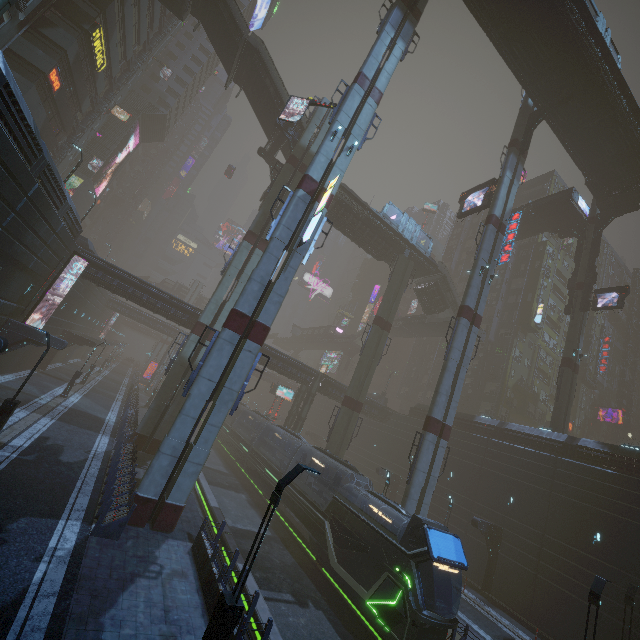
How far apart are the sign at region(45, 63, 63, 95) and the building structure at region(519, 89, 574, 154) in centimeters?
4204cm

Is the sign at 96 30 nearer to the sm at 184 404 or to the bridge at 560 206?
the sm at 184 404

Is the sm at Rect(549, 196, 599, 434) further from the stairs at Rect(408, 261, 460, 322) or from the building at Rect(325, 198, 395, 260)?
the stairs at Rect(408, 261, 460, 322)

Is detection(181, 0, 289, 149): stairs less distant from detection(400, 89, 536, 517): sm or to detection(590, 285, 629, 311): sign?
detection(400, 89, 536, 517): sm

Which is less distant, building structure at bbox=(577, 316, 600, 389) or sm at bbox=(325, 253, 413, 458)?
sm at bbox=(325, 253, 413, 458)

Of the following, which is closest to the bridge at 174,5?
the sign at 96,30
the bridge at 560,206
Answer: the sign at 96,30

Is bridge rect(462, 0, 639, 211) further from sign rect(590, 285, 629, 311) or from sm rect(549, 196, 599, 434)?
sign rect(590, 285, 629, 311)

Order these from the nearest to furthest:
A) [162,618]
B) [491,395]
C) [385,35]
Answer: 1. [162,618]
2. [385,35]
3. [491,395]
